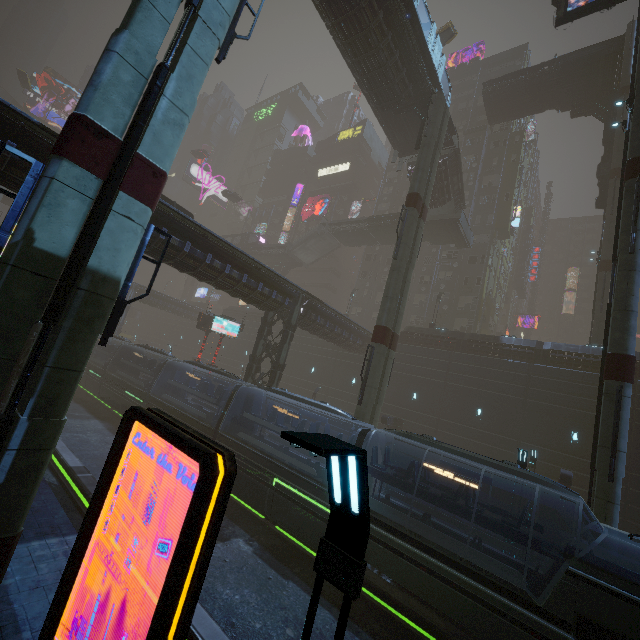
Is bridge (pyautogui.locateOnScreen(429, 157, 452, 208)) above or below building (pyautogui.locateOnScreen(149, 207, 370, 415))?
above

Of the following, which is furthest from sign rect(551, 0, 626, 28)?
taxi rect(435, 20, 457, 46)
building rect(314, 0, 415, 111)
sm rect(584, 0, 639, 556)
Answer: taxi rect(435, 20, 457, 46)

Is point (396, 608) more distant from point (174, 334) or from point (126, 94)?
point (174, 334)

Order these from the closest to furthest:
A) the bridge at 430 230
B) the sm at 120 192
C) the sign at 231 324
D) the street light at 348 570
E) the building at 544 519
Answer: the street light at 348 570
the sm at 120 192
the building at 544 519
the sign at 231 324
the bridge at 430 230

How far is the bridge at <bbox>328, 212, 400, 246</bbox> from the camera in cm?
3878

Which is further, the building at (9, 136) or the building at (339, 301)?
the building at (339, 301)

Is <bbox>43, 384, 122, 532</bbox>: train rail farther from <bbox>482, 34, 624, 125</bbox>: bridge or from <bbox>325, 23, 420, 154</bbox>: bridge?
<bbox>482, 34, 624, 125</bbox>: bridge

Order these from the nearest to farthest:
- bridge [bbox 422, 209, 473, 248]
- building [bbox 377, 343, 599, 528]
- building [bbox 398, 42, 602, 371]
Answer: building [bbox 377, 343, 599, 528] < building [bbox 398, 42, 602, 371] < bridge [bbox 422, 209, 473, 248]
